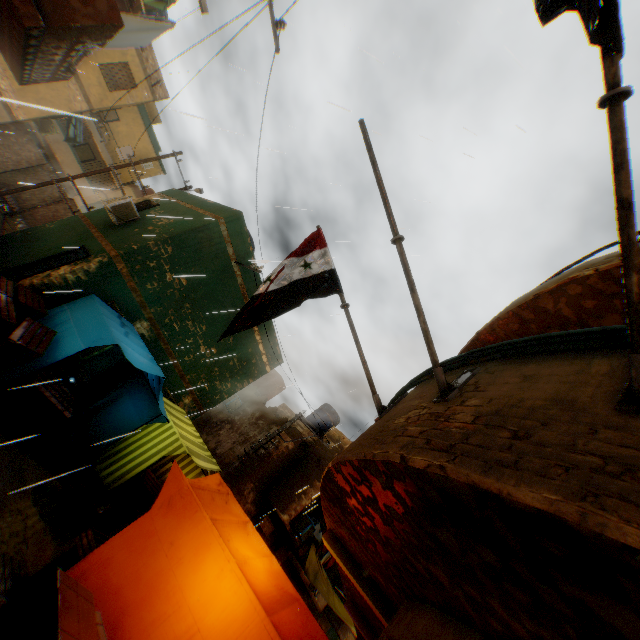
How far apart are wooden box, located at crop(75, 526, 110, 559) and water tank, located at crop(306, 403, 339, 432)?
15.51m

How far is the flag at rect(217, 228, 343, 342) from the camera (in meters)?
3.91

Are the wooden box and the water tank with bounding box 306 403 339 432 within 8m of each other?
no

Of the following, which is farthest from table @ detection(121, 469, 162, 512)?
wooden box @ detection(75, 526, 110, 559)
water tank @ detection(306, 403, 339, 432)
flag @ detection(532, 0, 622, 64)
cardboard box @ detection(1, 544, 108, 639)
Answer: water tank @ detection(306, 403, 339, 432)

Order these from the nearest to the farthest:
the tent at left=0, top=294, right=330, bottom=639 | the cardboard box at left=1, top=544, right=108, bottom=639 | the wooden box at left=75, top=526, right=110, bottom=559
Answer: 1. the cardboard box at left=1, top=544, right=108, bottom=639
2. the tent at left=0, top=294, right=330, bottom=639
3. the wooden box at left=75, top=526, right=110, bottom=559

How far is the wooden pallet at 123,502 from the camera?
8.39m

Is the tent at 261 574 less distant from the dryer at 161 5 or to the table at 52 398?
the table at 52 398

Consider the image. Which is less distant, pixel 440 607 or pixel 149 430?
pixel 440 607
